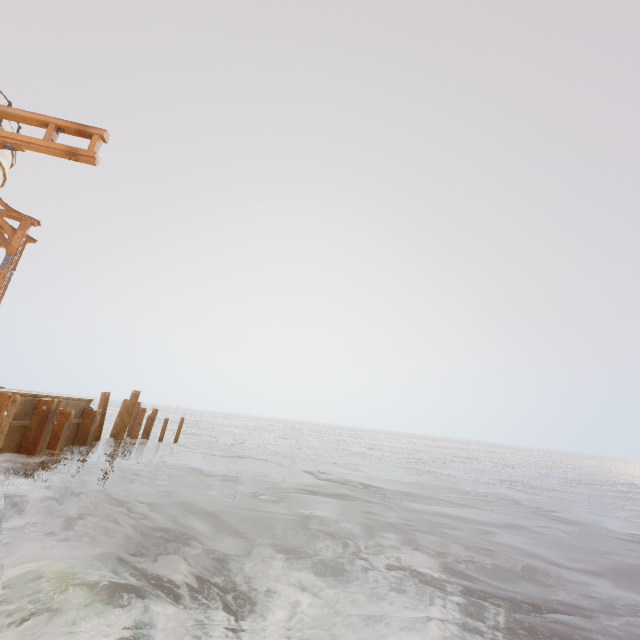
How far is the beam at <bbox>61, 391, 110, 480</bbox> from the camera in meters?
9.9

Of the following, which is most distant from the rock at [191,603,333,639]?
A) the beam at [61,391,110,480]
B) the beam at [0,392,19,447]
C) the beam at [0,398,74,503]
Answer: the beam at [61,391,110,480]

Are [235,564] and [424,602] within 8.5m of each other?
yes

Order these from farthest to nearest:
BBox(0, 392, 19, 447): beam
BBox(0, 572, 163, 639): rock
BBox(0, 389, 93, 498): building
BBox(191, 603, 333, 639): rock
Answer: BBox(0, 389, 93, 498): building < BBox(0, 392, 19, 447): beam < BBox(191, 603, 333, 639): rock < BBox(0, 572, 163, 639): rock

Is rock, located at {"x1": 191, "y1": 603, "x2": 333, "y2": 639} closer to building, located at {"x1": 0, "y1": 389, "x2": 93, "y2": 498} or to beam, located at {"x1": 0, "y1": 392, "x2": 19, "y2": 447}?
building, located at {"x1": 0, "y1": 389, "x2": 93, "y2": 498}

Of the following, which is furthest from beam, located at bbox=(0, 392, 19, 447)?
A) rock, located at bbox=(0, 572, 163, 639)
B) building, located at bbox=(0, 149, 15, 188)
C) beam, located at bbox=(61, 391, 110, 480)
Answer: beam, located at bbox=(61, 391, 110, 480)

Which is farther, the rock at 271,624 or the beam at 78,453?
the beam at 78,453

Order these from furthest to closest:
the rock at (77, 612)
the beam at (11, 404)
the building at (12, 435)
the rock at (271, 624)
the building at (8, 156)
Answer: the building at (8, 156)
the building at (12, 435)
the beam at (11, 404)
the rock at (271, 624)
the rock at (77, 612)
